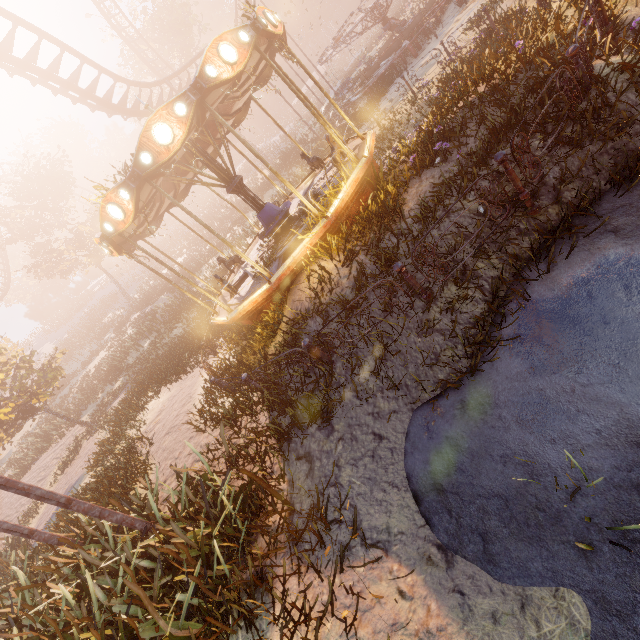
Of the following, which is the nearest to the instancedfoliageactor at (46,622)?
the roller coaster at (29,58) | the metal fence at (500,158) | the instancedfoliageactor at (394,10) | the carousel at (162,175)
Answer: the carousel at (162,175)

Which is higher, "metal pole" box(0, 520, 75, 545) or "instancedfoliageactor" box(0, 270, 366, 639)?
"metal pole" box(0, 520, 75, 545)

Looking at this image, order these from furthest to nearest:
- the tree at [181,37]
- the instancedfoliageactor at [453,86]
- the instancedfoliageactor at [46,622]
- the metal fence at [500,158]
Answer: the tree at [181,37] < the instancedfoliageactor at [453,86] < the metal fence at [500,158] < the instancedfoliageactor at [46,622]

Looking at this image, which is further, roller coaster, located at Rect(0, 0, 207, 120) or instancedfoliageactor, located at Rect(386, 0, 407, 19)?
instancedfoliageactor, located at Rect(386, 0, 407, 19)

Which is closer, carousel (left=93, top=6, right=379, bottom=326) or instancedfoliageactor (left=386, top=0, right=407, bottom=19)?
carousel (left=93, top=6, right=379, bottom=326)

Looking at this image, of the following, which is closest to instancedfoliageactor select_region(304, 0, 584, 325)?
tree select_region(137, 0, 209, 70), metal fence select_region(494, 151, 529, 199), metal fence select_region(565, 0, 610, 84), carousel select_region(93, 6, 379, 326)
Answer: carousel select_region(93, 6, 379, 326)

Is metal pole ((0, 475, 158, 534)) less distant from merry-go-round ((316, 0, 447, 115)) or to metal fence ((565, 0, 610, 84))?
metal fence ((565, 0, 610, 84))

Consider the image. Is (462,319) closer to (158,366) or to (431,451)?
(431,451)
